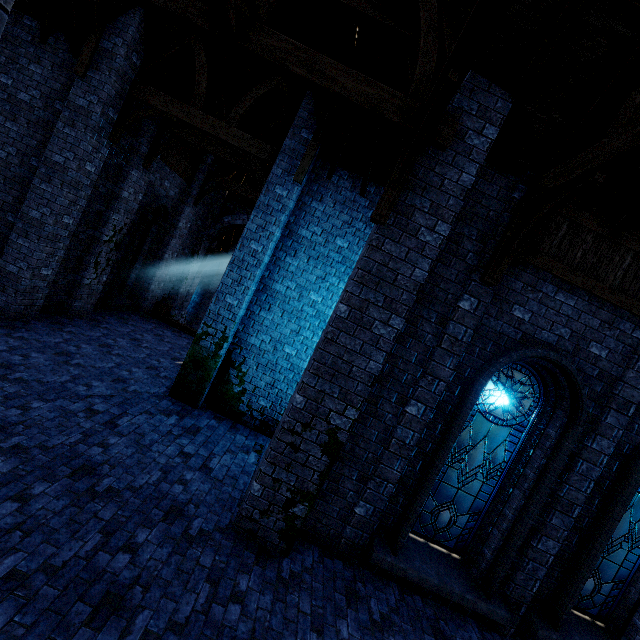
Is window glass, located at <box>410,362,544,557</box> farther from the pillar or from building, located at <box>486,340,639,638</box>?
the pillar

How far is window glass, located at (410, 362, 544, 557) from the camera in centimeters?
578cm

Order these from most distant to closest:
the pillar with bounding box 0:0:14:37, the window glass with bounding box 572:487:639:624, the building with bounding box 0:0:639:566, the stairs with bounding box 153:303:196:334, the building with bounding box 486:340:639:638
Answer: the stairs with bounding box 153:303:196:334 < the window glass with bounding box 572:487:639:624 < the building with bounding box 486:340:639:638 < the building with bounding box 0:0:639:566 < the pillar with bounding box 0:0:14:37

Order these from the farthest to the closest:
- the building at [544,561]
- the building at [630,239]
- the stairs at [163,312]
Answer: the stairs at [163,312] → the building at [544,561] → the building at [630,239]

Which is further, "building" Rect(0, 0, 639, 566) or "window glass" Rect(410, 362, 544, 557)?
"window glass" Rect(410, 362, 544, 557)

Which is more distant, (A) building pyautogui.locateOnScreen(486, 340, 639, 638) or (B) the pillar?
(A) building pyautogui.locateOnScreen(486, 340, 639, 638)

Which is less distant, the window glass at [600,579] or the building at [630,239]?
the building at [630,239]

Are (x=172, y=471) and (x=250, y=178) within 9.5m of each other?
no
